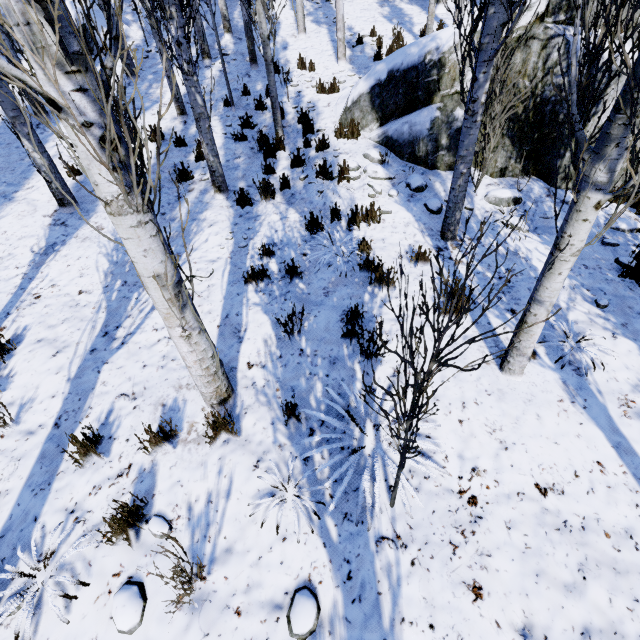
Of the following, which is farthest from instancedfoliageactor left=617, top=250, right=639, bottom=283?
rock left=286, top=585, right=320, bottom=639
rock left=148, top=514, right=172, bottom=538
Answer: rock left=286, top=585, right=320, bottom=639

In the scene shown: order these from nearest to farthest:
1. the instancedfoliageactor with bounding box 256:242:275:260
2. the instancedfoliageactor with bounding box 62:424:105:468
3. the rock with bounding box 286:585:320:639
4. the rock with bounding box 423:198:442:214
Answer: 1. the rock with bounding box 286:585:320:639
2. the instancedfoliageactor with bounding box 62:424:105:468
3. the instancedfoliageactor with bounding box 256:242:275:260
4. the rock with bounding box 423:198:442:214

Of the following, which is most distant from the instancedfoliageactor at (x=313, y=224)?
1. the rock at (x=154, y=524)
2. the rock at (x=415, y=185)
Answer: the rock at (x=415, y=185)

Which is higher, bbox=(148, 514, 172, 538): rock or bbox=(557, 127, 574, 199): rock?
bbox=(557, 127, 574, 199): rock

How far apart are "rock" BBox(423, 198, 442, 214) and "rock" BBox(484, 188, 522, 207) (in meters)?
0.89

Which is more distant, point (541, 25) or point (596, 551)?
point (541, 25)

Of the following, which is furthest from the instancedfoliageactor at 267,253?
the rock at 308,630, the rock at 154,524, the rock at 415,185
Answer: the rock at 415,185

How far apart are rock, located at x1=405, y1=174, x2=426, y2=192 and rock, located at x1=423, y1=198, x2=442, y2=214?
0.35m
